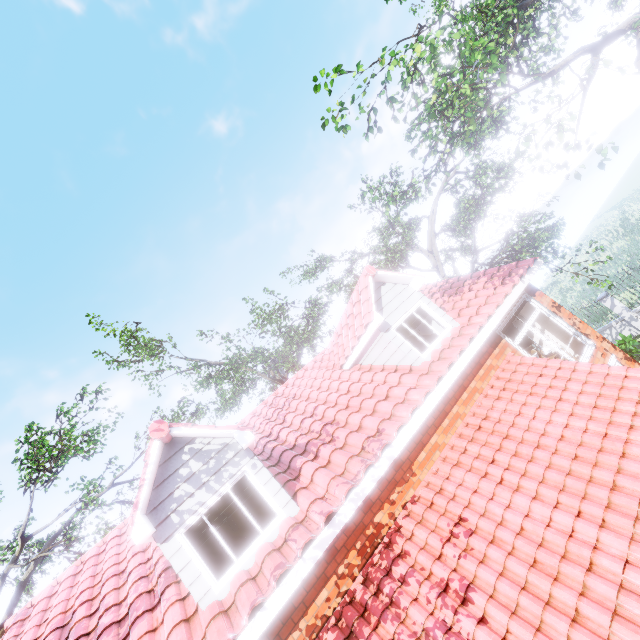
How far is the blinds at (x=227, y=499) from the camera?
5.5m

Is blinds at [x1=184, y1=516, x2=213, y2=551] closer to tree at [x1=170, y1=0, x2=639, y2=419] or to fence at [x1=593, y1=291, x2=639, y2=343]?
tree at [x1=170, y1=0, x2=639, y2=419]

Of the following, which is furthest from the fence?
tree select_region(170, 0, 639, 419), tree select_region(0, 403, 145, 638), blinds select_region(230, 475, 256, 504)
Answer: tree select_region(0, 403, 145, 638)

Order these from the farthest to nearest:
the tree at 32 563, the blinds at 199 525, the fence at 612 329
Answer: the fence at 612 329 < the tree at 32 563 < the blinds at 199 525

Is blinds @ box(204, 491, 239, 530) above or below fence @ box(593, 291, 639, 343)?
above

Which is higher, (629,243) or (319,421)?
(319,421)

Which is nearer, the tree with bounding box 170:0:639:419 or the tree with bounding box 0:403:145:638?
the tree with bounding box 170:0:639:419
